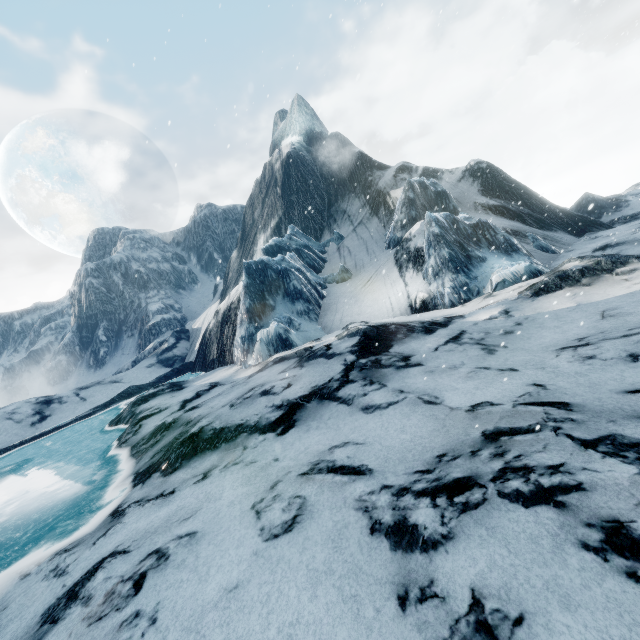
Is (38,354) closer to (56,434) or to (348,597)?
(56,434)
